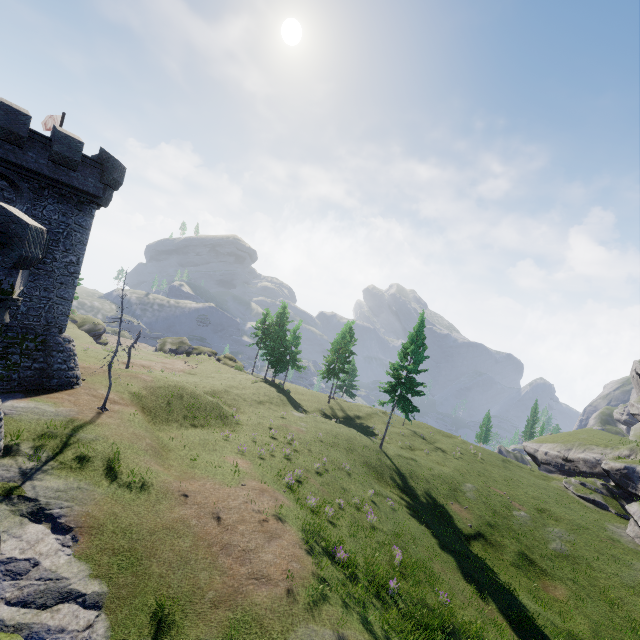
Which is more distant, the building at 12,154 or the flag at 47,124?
the flag at 47,124

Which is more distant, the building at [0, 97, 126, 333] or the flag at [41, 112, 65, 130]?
the flag at [41, 112, 65, 130]

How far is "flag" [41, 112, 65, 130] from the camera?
26.4 meters

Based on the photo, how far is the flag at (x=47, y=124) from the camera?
26.4 meters

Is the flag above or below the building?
above

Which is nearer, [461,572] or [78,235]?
[461,572]
